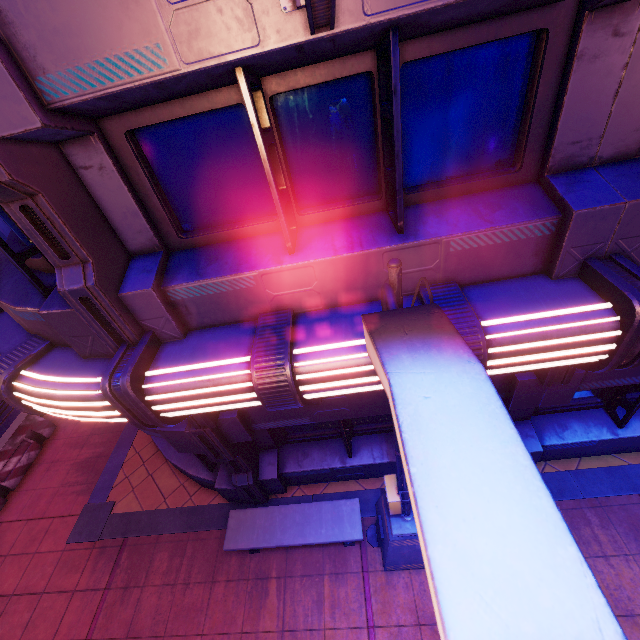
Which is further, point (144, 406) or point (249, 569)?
point (249, 569)

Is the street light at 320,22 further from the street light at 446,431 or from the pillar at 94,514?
the pillar at 94,514

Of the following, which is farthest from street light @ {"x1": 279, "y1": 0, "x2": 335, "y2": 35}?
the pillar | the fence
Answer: the fence

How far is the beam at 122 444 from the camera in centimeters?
764cm

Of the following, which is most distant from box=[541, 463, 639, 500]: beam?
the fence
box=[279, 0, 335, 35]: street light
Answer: box=[279, 0, 335, 35]: street light

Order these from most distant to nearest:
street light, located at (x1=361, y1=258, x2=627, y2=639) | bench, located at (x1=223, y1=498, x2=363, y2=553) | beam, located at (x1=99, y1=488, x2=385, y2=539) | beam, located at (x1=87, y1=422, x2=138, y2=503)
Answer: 1. beam, located at (x1=87, y1=422, x2=138, y2=503)
2. beam, located at (x1=99, y1=488, x2=385, y2=539)
3. bench, located at (x1=223, y1=498, x2=363, y2=553)
4. street light, located at (x1=361, y1=258, x2=627, y2=639)

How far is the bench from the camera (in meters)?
5.49

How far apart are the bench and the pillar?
3.3 meters
